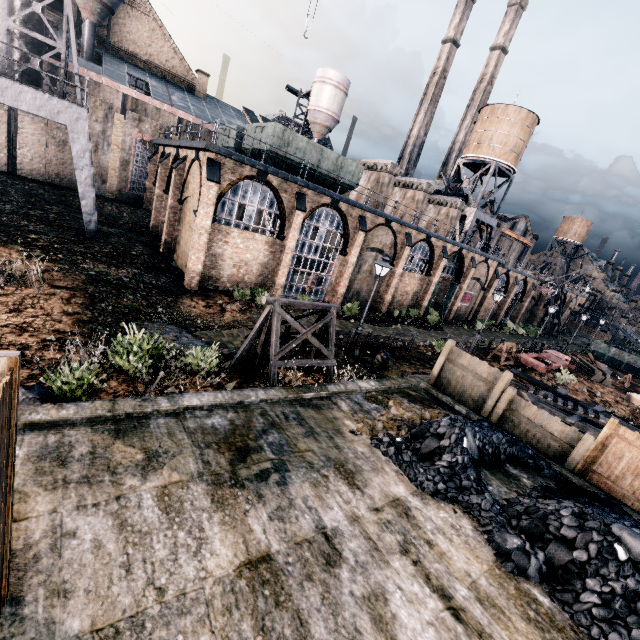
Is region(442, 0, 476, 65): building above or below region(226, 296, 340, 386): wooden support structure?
above

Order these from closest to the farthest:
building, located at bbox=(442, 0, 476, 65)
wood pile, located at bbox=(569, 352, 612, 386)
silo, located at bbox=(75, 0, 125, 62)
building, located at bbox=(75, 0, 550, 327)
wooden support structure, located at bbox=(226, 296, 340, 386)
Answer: wooden support structure, located at bbox=(226, 296, 340, 386), building, located at bbox=(75, 0, 550, 327), silo, located at bbox=(75, 0, 125, 62), wood pile, located at bbox=(569, 352, 612, 386), building, located at bbox=(442, 0, 476, 65)

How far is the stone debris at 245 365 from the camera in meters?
11.6

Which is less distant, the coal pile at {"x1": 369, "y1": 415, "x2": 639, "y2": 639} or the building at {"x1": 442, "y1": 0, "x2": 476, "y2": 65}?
the coal pile at {"x1": 369, "y1": 415, "x2": 639, "y2": 639}

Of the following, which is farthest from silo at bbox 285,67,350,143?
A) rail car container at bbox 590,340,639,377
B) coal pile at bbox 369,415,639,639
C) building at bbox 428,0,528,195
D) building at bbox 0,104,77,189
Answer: rail car container at bbox 590,340,639,377

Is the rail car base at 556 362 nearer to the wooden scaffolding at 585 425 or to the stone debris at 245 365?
the wooden scaffolding at 585 425

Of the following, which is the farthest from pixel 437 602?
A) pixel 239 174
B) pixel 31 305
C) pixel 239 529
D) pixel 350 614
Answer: pixel 239 174

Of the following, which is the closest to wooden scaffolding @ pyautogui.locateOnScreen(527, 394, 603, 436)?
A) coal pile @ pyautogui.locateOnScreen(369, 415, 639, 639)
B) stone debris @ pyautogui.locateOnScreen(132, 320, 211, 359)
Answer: coal pile @ pyautogui.locateOnScreen(369, 415, 639, 639)
